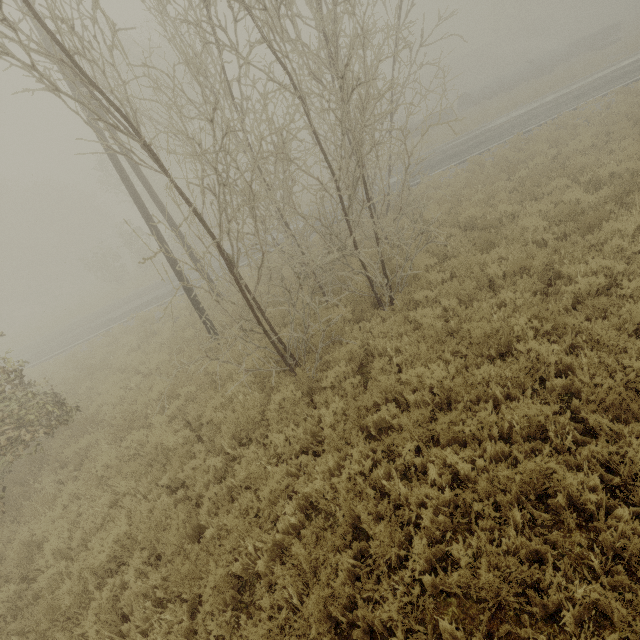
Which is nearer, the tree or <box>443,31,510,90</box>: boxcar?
the tree

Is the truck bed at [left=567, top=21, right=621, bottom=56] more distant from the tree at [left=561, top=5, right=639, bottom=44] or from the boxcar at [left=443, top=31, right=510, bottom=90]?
the boxcar at [left=443, top=31, right=510, bottom=90]

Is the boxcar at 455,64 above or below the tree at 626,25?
above

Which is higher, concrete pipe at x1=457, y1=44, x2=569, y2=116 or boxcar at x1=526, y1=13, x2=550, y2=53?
boxcar at x1=526, y1=13, x2=550, y2=53

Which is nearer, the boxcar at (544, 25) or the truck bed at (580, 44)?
the truck bed at (580, 44)

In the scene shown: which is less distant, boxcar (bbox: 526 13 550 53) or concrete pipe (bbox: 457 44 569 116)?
concrete pipe (bbox: 457 44 569 116)

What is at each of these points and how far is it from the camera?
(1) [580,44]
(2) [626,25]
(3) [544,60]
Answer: (1) truck bed, 34.16m
(2) tree, 36.59m
(3) concrete pipe, 32.50m

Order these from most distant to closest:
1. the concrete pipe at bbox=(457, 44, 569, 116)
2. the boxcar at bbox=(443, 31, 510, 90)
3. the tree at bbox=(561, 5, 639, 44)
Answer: the boxcar at bbox=(443, 31, 510, 90), the tree at bbox=(561, 5, 639, 44), the concrete pipe at bbox=(457, 44, 569, 116)
